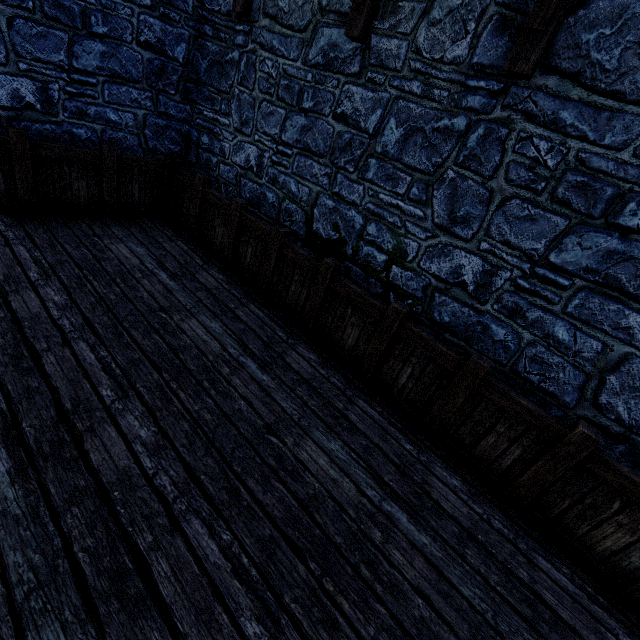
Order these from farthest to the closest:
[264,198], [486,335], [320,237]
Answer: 1. [264,198]
2. [320,237]
3. [486,335]

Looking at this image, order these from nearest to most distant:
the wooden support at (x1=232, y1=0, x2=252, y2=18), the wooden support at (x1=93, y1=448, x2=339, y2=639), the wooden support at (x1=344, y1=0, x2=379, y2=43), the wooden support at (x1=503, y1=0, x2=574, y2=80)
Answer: the wooden support at (x1=93, y1=448, x2=339, y2=639), the wooden support at (x1=503, y1=0, x2=574, y2=80), the wooden support at (x1=344, y1=0, x2=379, y2=43), the wooden support at (x1=232, y1=0, x2=252, y2=18)

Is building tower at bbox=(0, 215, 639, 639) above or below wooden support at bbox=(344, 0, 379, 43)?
below

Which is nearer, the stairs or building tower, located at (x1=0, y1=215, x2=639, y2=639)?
the stairs

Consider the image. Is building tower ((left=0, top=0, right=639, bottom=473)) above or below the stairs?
above

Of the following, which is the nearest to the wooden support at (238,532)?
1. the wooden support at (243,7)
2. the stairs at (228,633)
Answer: → the stairs at (228,633)

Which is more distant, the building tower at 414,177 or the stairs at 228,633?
the building tower at 414,177

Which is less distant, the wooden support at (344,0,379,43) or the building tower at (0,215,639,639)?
the building tower at (0,215,639,639)
